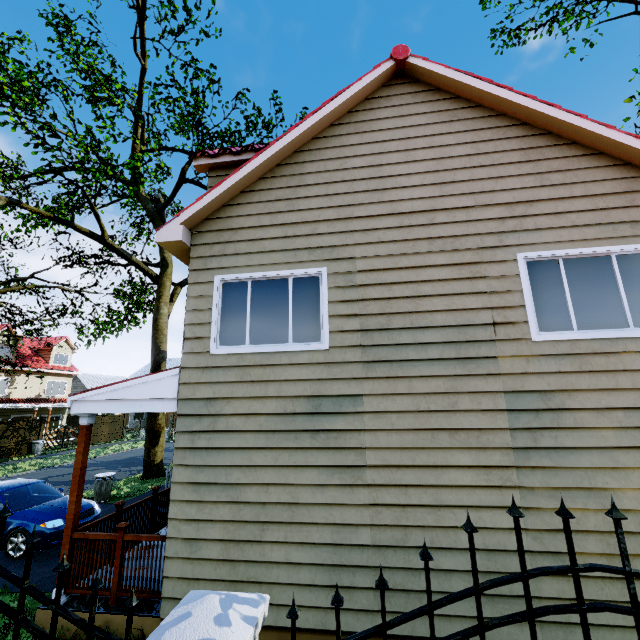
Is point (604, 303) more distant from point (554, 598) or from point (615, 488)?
point (554, 598)

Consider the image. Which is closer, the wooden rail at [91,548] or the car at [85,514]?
the wooden rail at [91,548]

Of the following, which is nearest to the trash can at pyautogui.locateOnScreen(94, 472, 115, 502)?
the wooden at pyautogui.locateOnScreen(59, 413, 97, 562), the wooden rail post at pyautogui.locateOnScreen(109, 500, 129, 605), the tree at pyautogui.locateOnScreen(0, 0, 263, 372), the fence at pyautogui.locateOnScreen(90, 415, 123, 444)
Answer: the fence at pyautogui.locateOnScreen(90, 415, 123, 444)

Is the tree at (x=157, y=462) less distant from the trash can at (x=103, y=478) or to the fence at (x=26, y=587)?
the fence at (x=26, y=587)

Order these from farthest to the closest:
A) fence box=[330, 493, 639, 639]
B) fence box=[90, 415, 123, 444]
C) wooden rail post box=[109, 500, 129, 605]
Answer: fence box=[90, 415, 123, 444]
wooden rail post box=[109, 500, 129, 605]
fence box=[330, 493, 639, 639]

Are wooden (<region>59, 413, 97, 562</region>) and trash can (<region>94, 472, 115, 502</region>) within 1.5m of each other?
no

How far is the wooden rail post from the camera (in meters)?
4.83

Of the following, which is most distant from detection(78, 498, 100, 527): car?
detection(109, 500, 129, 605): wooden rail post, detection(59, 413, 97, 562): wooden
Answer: detection(109, 500, 129, 605): wooden rail post
